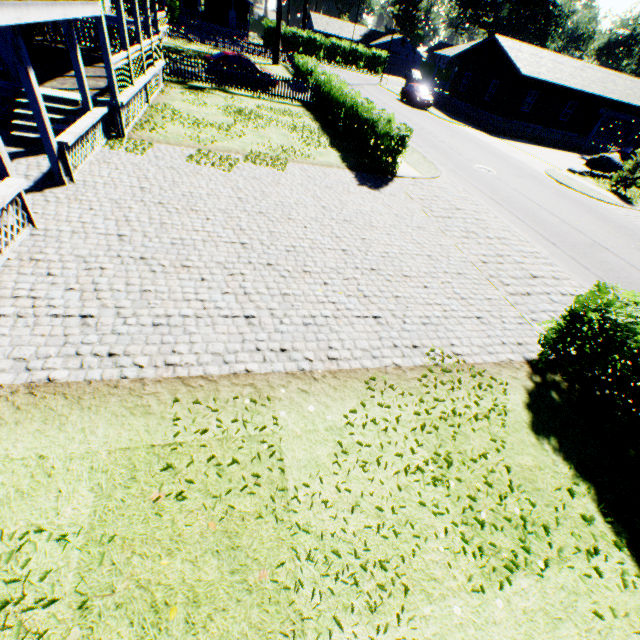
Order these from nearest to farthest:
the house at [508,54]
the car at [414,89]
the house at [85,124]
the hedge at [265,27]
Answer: the house at [85,124] < the house at [508,54] < the car at [414,89] < the hedge at [265,27]

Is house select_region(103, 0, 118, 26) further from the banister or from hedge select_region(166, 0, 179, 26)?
hedge select_region(166, 0, 179, 26)

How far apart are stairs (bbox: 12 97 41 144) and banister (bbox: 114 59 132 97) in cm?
146

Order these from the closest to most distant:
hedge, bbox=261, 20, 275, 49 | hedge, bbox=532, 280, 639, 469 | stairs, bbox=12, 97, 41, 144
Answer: hedge, bbox=532, 280, 639, 469 → stairs, bbox=12, 97, 41, 144 → hedge, bbox=261, 20, 275, 49

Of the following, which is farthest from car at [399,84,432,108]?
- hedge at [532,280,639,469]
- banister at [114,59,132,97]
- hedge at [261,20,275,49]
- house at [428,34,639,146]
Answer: hedge at [532,280,639,469]

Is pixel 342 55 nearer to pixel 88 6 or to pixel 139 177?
pixel 88 6

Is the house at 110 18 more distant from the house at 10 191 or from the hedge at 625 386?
the hedge at 625 386

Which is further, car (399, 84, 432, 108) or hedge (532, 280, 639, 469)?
car (399, 84, 432, 108)
